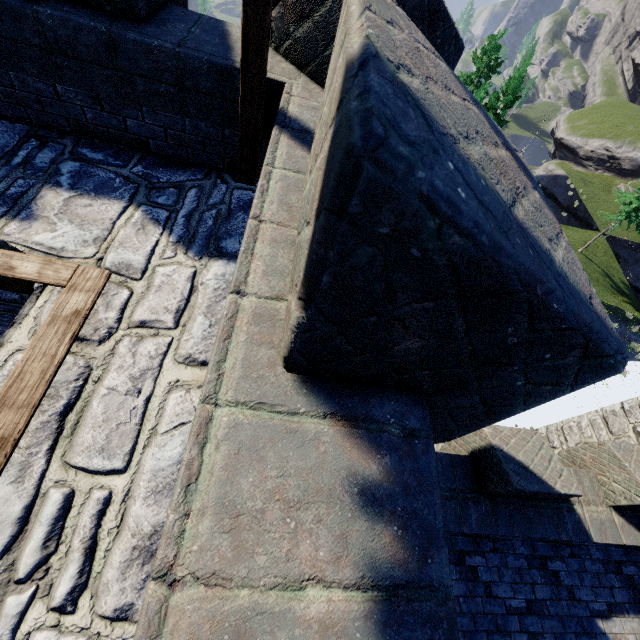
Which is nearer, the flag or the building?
the building

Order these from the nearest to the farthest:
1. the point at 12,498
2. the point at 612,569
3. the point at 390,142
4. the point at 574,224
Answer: the point at 390,142
the point at 12,498
the point at 612,569
the point at 574,224

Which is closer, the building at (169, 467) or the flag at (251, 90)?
the building at (169, 467)
